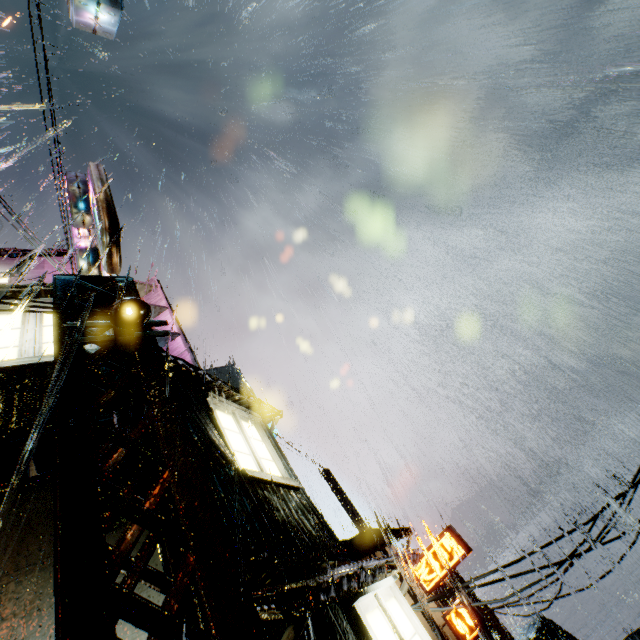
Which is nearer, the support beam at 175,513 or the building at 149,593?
the support beam at 175,513

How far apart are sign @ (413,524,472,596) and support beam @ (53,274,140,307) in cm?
2121

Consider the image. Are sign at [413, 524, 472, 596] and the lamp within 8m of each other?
no

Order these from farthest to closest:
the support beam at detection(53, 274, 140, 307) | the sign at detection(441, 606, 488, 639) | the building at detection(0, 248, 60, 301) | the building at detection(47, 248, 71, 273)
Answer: the sign at detection(441, 606, 488, 639)
the building at detection(47, 248, 71, 273)
the building at detection(0, 248, 60, 301)
the support beam at detection(53, 274, 140, 307)

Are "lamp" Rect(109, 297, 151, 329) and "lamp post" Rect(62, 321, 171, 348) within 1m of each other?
yes

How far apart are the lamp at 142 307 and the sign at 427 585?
22.4m

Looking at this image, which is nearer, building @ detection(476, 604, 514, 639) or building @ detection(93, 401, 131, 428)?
building @ detection(93, 401, 131, 428)

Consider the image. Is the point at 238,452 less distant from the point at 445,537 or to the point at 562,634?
the point at 445,537
